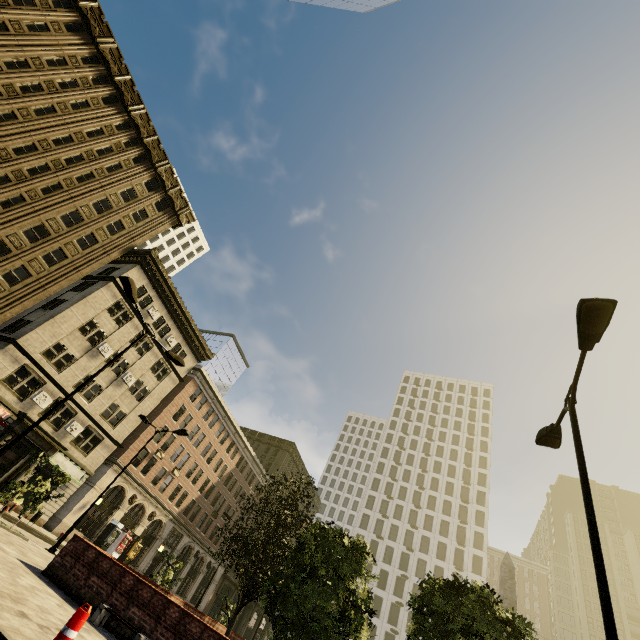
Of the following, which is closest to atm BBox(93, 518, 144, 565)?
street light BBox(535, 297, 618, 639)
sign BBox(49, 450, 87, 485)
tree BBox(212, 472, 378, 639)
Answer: sign BBox(49, 450, 87, 485)

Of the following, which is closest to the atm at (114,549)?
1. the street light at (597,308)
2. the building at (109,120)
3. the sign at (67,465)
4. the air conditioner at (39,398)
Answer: the building at (109,120)

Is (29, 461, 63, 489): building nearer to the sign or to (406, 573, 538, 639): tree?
the sign

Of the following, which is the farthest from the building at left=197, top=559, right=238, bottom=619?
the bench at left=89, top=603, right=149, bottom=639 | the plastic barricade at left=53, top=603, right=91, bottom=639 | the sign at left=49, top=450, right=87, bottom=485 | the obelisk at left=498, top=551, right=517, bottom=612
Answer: the obelisk at left=498, top=551, right=517, bottom=612

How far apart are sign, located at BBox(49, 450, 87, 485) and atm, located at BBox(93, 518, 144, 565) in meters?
8.0 m

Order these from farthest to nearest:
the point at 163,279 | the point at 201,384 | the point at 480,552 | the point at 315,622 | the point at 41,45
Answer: the point at 480,552 < the point at 201,384 < the point at 163,279 < the point at 41,45 < the point at 315,622

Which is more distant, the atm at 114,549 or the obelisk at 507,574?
the atm at 114,549

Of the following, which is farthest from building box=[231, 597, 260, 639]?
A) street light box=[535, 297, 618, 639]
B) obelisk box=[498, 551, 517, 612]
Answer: obelisk box=[498, 551, 517, 612]
